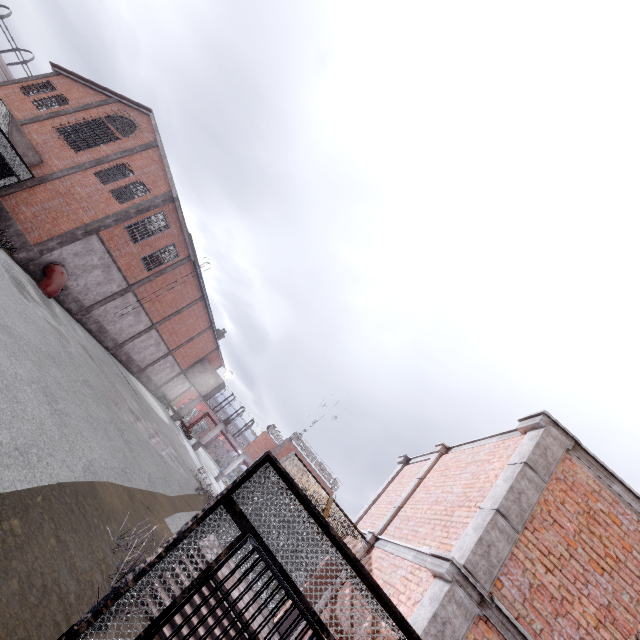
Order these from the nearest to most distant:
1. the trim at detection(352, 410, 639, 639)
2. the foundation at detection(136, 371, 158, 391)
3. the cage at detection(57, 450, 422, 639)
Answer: the cage at detection(57, 450, 422, 639), the trim at detection(352, 410, 639, 639), the foundation at detection(136, 371, 158, 391)

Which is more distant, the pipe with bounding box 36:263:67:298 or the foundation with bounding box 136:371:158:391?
the foundation with bounding box 136:371:158:391

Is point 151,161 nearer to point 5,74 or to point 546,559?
point 546,559

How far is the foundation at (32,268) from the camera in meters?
17.3

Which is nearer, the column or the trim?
the trim

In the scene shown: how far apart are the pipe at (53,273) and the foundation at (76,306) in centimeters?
5cm

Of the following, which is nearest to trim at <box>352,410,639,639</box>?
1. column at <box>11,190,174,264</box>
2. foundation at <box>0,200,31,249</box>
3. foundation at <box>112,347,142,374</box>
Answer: column at <box>11,190,174,264</box>

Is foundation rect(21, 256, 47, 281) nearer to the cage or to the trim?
the cage
